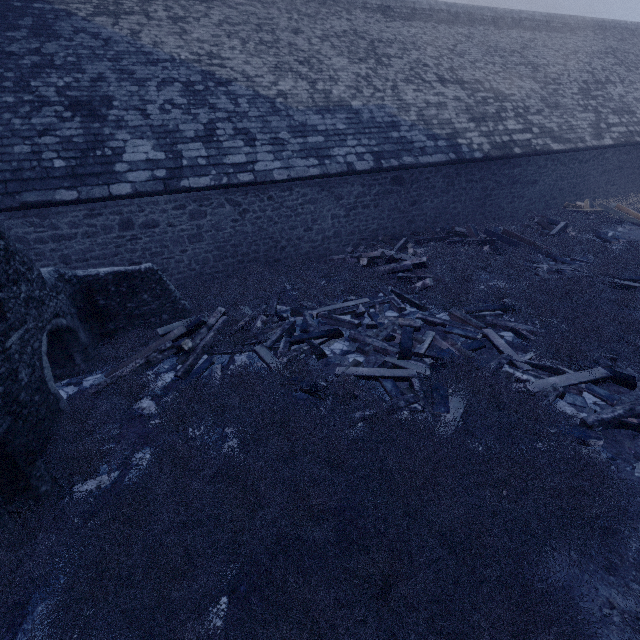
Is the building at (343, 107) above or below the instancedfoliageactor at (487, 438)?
above

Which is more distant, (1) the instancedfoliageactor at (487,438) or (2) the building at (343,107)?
(2) the building at (343,107)

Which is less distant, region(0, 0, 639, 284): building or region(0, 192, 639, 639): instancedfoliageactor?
region(0, 192, 639, 639): instancedfoliageactor

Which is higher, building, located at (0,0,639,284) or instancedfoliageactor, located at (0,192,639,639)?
building, located at (0,0,639,284)

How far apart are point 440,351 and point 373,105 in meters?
9.6
